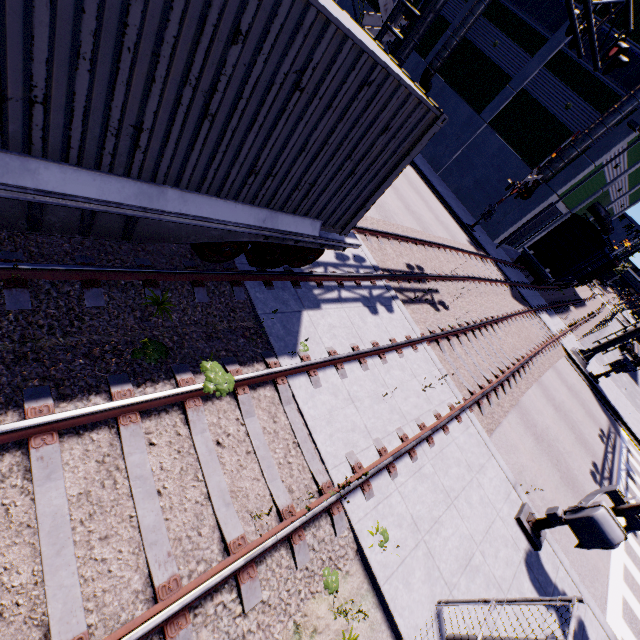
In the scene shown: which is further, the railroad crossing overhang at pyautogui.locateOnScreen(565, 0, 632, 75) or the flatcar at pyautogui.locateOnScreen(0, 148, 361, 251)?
the railroad crossing overhang at pyautogui.locateOnScreen(565, 0, 632, 75)

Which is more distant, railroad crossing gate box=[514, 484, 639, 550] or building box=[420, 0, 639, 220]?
building box=[420, 0, 639, 220]

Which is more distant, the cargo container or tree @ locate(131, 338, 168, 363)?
tree @ locate(131, 338, 168, 363)

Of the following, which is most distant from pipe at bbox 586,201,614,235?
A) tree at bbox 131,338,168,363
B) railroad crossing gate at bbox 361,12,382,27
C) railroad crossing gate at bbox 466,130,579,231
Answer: tree at bbox 131,338,168,363

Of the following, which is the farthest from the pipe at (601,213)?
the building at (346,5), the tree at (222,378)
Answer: the tree at (222,378)

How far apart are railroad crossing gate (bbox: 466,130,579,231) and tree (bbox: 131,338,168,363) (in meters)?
23.06

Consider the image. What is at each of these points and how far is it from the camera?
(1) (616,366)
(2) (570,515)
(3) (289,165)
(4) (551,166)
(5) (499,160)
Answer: (1) railroad crossing gate, 18.52m
(2) railroad crossing gate, 6.26m
(3) cargo container, 4.58m
(4) vent duct, 21.69m
(5) building, 25.14m

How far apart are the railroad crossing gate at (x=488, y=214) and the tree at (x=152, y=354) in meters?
23.1
